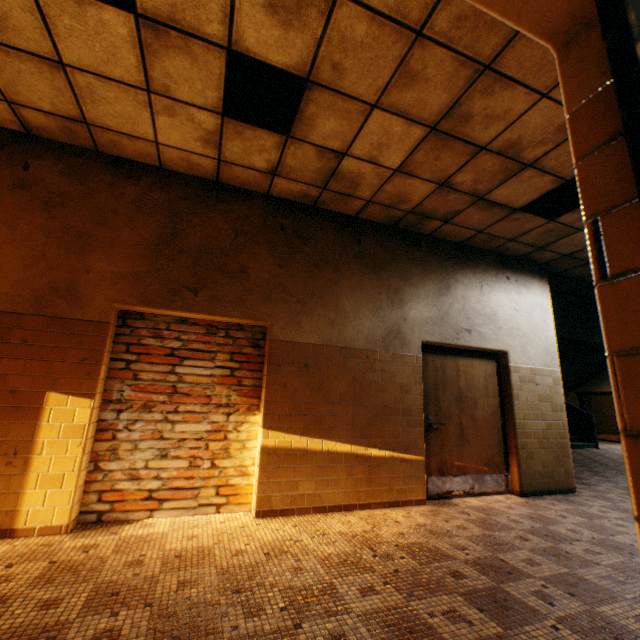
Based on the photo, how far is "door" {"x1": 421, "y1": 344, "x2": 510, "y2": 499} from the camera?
4.66m

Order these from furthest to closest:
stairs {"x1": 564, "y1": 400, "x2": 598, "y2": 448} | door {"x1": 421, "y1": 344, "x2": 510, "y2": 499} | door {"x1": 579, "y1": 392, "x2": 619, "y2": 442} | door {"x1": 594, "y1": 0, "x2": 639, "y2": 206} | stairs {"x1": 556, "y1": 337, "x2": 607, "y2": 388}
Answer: A: door {"x1": 579, "y1": 392, "x2": 619, "y2": 442}, stairs {"x1": 556, "y1": 337, "x2": 607, "y2": 388}, stairs {"x1": 564, "y1": 400, "x2": 598, "y2": 448}, door {"x1": 421, "y1": 344, "x2": 510, "y2": 499}, door {"x1": 594, "y1": 0, "x2": 639, "y2": 206}

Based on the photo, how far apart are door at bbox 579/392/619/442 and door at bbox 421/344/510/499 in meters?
14.1 m

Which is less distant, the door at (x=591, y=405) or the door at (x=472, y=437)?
the door at (x=472, y=437)

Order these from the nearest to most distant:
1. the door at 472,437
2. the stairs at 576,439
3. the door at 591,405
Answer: the door at 472,437, the stairs at 576,439, the door at 591,405

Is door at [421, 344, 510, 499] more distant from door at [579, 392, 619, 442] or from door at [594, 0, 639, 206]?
door at [579, 392, 619, 442]

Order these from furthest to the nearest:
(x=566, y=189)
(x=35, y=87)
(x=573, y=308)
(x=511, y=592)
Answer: (x=573, y=308), (x=566, y=189), (x=35, y=87), (x=511, y=592)

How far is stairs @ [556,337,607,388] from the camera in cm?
1302
